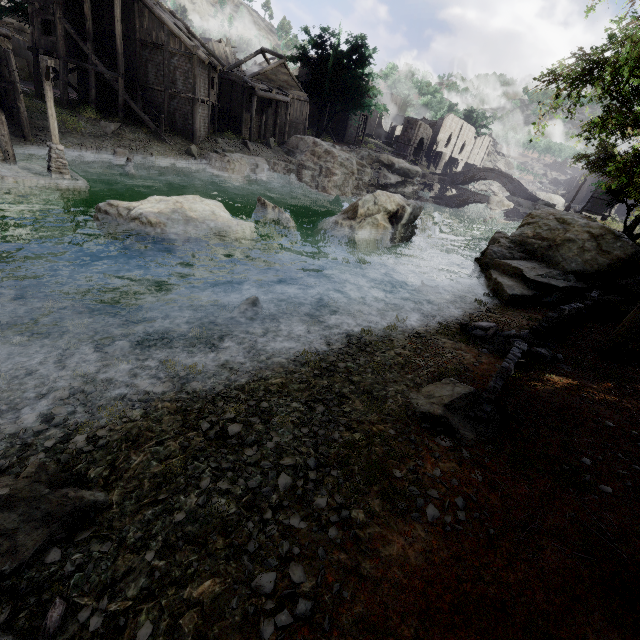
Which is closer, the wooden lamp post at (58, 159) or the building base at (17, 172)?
the wooden lamp post at (58, 159)

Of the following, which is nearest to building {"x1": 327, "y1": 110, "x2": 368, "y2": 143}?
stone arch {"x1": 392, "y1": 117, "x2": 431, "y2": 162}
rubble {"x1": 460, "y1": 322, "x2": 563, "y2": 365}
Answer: stone arch {"x1": 392, "y1": 117, "x2": 431, "y2": 162}

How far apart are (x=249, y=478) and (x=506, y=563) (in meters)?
3.34

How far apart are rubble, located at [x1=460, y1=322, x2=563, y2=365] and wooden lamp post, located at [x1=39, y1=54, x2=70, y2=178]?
19.8 meters

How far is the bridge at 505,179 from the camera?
49.4m

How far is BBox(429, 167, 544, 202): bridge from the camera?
49.4m

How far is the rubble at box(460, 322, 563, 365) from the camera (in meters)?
8.71

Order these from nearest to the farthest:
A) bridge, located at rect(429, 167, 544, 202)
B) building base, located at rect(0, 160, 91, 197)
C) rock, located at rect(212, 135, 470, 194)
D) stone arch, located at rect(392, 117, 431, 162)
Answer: building base, located at rect(0, 160, 91, 197) → rock, located at rect(212, 135, 470, 194) → bridge, located at rect(429, 167, 544, 202) → stone arch, located at rect(392, 117, 431, 162)
